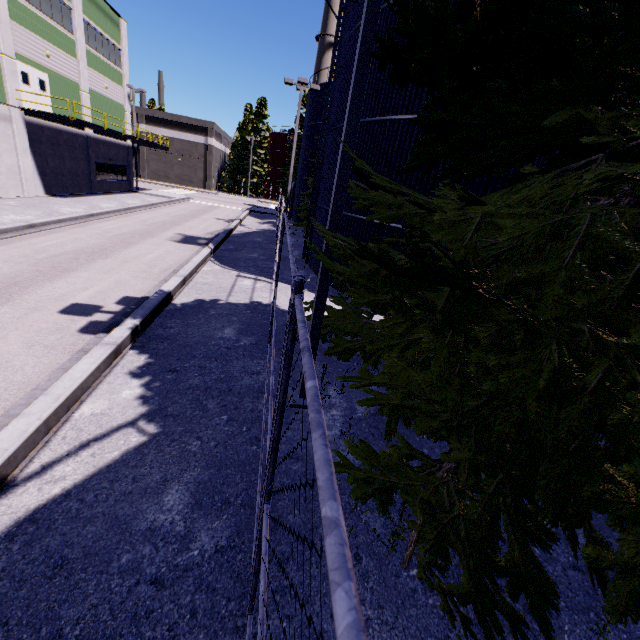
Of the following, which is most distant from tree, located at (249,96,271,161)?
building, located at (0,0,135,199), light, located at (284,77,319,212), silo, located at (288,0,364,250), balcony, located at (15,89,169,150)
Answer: light, located at (284,77,319,212)

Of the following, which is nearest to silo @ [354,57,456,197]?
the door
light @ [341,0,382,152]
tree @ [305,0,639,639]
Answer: tree @ [305,0,639,639]

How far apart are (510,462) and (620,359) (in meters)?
1.44

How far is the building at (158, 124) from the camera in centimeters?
5312cm

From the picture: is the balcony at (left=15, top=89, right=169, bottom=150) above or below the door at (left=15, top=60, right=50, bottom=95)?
below

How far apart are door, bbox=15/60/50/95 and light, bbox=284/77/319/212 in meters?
15.7 m

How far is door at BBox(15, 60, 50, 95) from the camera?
19.36m

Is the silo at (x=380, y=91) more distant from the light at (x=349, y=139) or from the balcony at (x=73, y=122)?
the balcony at (x=73, y=122)
